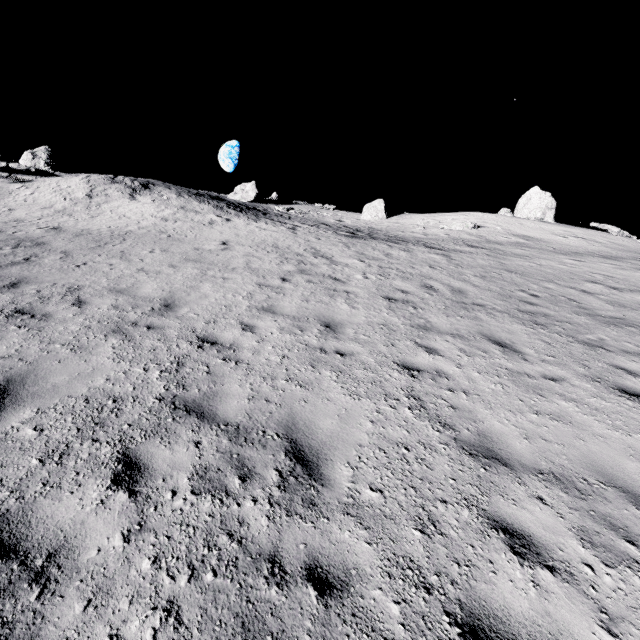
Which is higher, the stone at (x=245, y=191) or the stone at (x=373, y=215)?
the stone at (x=245, y=191)

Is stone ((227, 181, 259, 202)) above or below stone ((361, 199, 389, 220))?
above

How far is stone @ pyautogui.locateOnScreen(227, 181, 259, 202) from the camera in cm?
3628

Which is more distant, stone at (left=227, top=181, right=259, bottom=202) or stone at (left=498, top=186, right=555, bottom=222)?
stone at (left=227, top=181, right=259, bottom=202)

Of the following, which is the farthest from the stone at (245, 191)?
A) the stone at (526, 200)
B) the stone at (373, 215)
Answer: the stone at (526, 200)

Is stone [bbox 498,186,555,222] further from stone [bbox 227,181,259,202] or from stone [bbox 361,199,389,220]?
stone [bbox 227,181,259,202]

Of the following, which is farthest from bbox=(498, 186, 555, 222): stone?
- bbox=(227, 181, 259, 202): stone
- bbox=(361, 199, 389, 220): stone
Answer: bbox=(227, 181, 259, 202): stone

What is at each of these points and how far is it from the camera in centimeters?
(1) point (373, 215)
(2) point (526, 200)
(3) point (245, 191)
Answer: (1) stone, 3666cm
(2) stone, 3103cm
(3) stone, 3700cm
